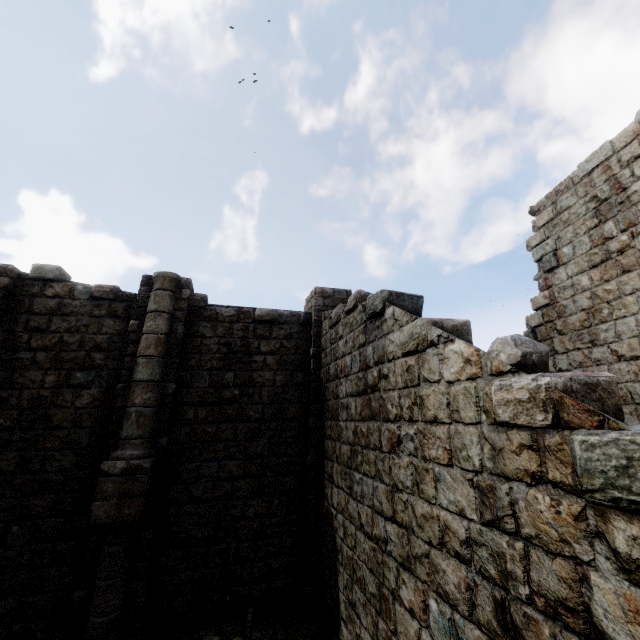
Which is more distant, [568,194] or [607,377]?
[568,194]
